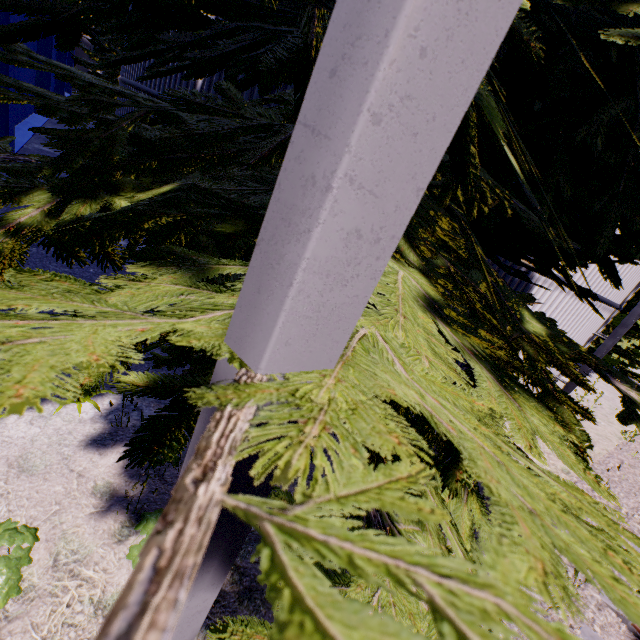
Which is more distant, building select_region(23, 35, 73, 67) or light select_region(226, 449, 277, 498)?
building select_region(23, 35, 73, 67)

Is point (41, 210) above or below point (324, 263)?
below

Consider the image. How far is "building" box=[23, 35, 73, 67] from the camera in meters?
13.0

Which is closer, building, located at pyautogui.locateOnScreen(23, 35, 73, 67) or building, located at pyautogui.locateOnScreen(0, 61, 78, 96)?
building, located at pyautogui.locateOnScreen(0, 61, 78, 96)

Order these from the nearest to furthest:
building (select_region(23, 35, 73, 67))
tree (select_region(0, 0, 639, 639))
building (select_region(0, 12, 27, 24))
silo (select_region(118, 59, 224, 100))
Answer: tree (select_region(0, 0, 639, 639))
silo (select_region(118, 59, 224, 100))
building (select_region(0, 12, 27, 24))
building (select_region(23, 35, 73, 67))

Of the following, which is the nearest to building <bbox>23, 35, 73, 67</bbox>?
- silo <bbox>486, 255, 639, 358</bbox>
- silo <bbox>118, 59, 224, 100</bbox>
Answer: silo <bbox>118, 59, 224, 100</bbox>

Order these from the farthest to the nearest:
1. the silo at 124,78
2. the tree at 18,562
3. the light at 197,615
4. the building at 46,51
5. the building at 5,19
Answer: the building at 46,51 → the building at 5,19 → the silo at 124,78 → the tree at 18,562 → the light at 197,615

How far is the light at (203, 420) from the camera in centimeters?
74cm
